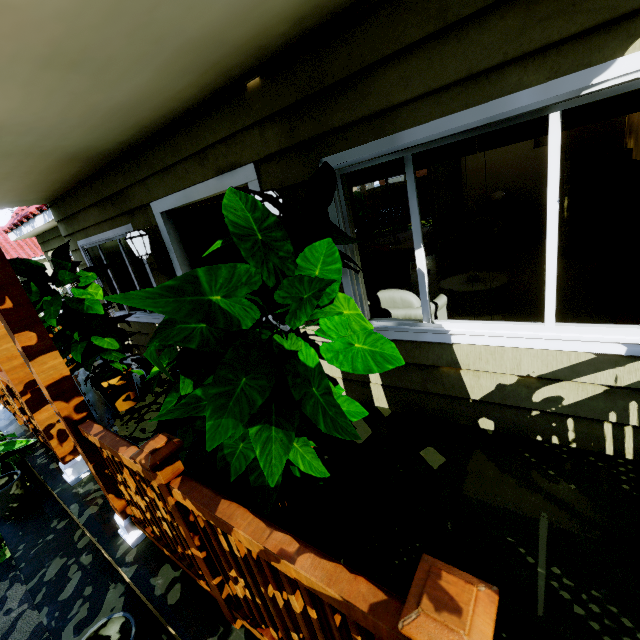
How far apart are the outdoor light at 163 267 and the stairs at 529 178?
6.35m

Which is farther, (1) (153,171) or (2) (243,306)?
(1) (153,171)

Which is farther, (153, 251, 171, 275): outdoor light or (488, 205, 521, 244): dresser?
(488, 205, 521, 244): dresser

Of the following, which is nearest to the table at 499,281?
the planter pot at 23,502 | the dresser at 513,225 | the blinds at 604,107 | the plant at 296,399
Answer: the blinds at 604,107

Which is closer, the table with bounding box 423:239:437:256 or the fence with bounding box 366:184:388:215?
the table with bounding box 423:239:437:256

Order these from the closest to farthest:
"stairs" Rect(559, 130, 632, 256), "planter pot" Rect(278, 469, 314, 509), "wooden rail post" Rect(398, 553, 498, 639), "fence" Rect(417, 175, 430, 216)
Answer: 1. "wooden rail post" Rect(398, 553, 498, 639)
2. "planter pot" Rect(278, 469, 314, 509)
3. "stairs" Rect(559, 130, 632, 256)
4. "fence" Rect(417, 175, 430, 216)

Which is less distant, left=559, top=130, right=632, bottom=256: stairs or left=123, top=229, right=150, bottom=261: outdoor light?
left=123, top=229, right=150, bottom=261: outdoor light

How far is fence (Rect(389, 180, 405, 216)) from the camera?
18.0m
